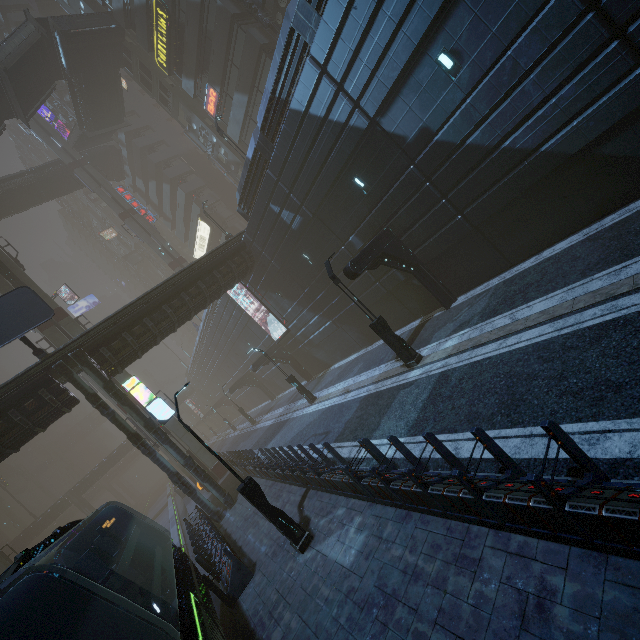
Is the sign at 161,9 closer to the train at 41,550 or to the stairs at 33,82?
the stairs at 33,82

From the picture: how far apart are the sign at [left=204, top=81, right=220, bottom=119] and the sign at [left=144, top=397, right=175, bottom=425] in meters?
25.5 m

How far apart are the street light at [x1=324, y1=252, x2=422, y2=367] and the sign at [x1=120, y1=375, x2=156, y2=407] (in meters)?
12.15

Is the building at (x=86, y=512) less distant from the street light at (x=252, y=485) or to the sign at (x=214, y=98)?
the sign at (x=214, y=98)

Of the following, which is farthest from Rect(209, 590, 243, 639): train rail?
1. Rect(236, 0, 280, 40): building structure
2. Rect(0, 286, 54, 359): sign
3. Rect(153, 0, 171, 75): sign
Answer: Rect(153, 0, 171, 75): sign

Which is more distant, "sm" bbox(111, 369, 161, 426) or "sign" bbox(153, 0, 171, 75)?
"sign" bbox(153, 0, 171, 75)

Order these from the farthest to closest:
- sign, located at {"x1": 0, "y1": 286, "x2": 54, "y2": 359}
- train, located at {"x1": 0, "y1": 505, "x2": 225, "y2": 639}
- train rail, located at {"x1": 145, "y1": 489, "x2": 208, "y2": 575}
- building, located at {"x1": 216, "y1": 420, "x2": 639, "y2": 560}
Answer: train rail, located at {"x1": 145, "y1": 489, "x2": 208, "y2": 575}, sign, located at {"x1": 0, "y1": 286, "x2": 54, "y2": 359}, train, located at {"x1": 0, "y1": 505, "x2": 225, "y2": 639}, building, located at {"x1": 216, "y1": 420, "x2": 639, "y2": 560}

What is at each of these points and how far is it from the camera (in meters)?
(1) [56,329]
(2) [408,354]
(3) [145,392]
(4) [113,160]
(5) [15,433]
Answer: (1) sm, 25.23
(2) street light, 12.89
(3) sign, 17.95
(4) bridge, 46.84
(5) building, 15.19
